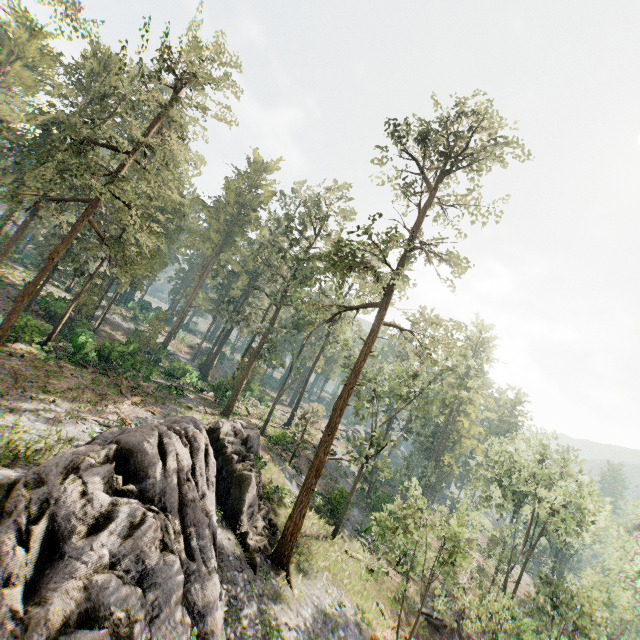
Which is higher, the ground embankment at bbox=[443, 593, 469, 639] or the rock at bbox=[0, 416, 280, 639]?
the rock at bbox=[0, 416, 280, 639]

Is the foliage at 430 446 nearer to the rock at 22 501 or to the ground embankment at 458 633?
the rock at 22 501

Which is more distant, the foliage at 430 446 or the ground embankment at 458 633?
the ground embankment at 458 633

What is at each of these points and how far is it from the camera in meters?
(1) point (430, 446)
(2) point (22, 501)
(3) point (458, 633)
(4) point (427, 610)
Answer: (1) foliage, 56.8 m
(2) rock, 9.0 m
(3) ground embankment, 27.8 m
(4) ground embankment, 26.3 m

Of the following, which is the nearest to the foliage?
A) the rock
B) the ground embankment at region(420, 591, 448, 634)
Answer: the rock

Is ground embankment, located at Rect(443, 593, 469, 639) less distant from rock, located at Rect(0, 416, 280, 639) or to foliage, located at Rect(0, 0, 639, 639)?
foliage, located at Rect(0, 0, 639, 639)
